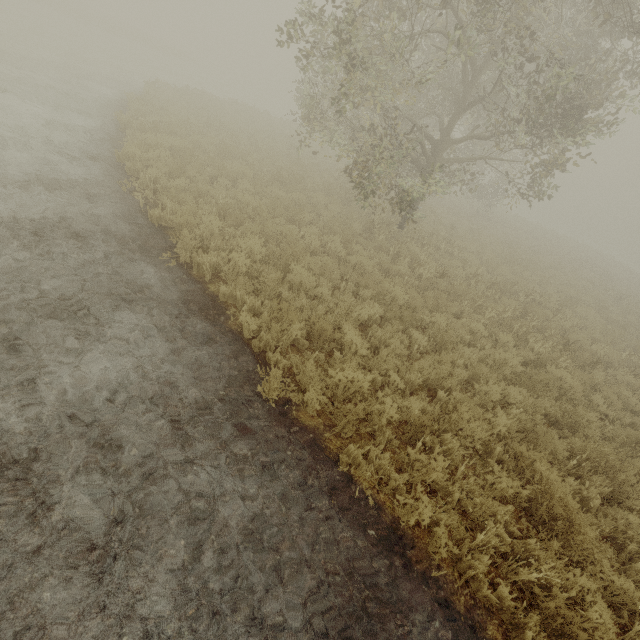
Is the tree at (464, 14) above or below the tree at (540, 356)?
above

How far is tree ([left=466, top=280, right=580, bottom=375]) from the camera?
7.9 meters

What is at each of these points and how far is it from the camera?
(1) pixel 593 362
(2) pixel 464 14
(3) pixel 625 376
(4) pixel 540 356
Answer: (1) tree, 8.59m
(2) tree, 8.11m
(3) tree, 8.72m
(4) tree, 7.88m

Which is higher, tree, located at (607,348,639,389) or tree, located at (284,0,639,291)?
tree, located at (284,0,639,291)
